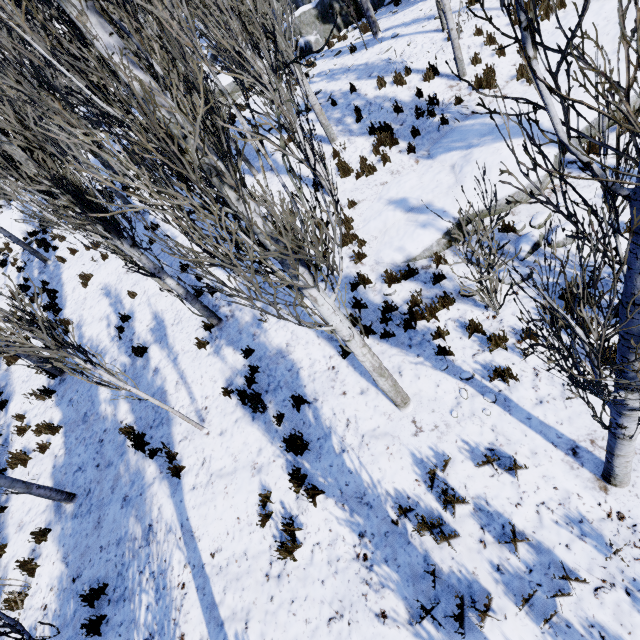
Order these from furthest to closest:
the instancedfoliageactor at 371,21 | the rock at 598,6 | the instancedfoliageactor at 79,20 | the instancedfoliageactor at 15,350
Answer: the instancedfoliageactor at 371,21 → the rock at 598,6 → the instancedfoliageactor at 15,350 → the instancedfoliageactor at 79,20

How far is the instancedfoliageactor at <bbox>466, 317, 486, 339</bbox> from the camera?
5.3m

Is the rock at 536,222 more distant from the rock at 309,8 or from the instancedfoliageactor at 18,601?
the rock at 309,8

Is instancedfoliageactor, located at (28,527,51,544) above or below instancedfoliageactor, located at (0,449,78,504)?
below

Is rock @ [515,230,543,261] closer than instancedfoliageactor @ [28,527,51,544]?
Yes

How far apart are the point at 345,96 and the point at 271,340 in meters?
9.0

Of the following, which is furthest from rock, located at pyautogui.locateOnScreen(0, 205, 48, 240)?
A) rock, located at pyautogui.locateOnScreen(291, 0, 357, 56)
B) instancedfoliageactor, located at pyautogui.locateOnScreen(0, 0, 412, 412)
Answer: rock, located at pyautogui.locateOnScreen(291, 0, 357, 56)
